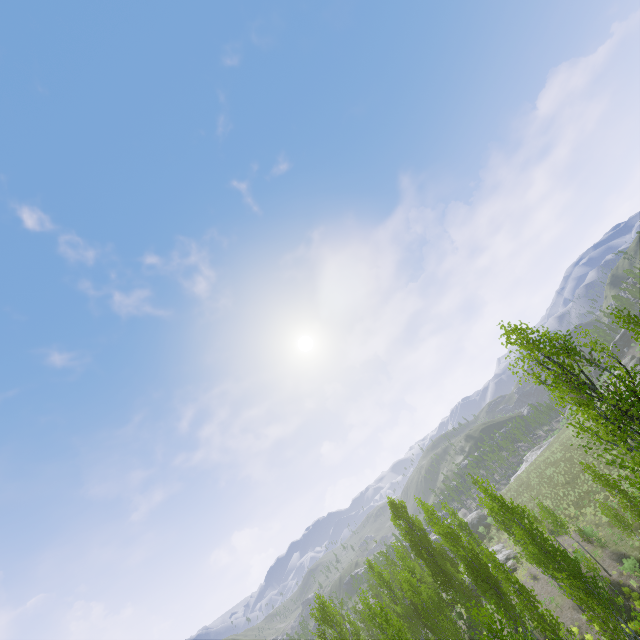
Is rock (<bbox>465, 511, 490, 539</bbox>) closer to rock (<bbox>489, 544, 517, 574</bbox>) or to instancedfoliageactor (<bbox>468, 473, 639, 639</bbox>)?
rock (<bbox>489, 544, 517, 574</bbox>)

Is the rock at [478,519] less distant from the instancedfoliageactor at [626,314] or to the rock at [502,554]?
the rock at [502,554]

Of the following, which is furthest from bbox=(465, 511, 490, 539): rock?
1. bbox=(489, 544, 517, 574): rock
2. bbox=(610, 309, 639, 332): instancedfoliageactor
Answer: bbox=(610, 309, 639, 332): instancedfoliageactor

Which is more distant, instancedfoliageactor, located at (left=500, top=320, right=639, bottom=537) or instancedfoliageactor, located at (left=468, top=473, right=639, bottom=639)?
instancedfoliageactor, located at (left=468, top=473, right=639, bottom=639)

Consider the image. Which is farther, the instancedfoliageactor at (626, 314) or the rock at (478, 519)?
the rock at (478, 519)

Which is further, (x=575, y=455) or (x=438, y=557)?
(x=575, y=455)

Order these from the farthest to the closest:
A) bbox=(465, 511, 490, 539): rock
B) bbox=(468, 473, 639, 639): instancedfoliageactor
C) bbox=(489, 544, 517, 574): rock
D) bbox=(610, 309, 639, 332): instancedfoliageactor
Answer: bbox=(465, 511, 490, 539): rock → bbox=(489, 544, 517, 574): rock → bbox=(610, 309, 639, 332): instancedfoliageactor → bbox=(468, 473, 639, 639): instancedfoliageactor

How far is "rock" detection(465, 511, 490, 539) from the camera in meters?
53.9 m
